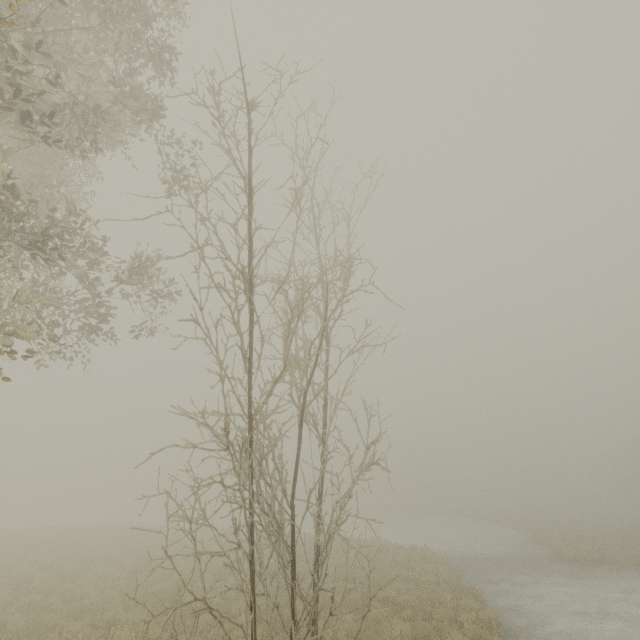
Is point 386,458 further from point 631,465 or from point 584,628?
point 631,465
